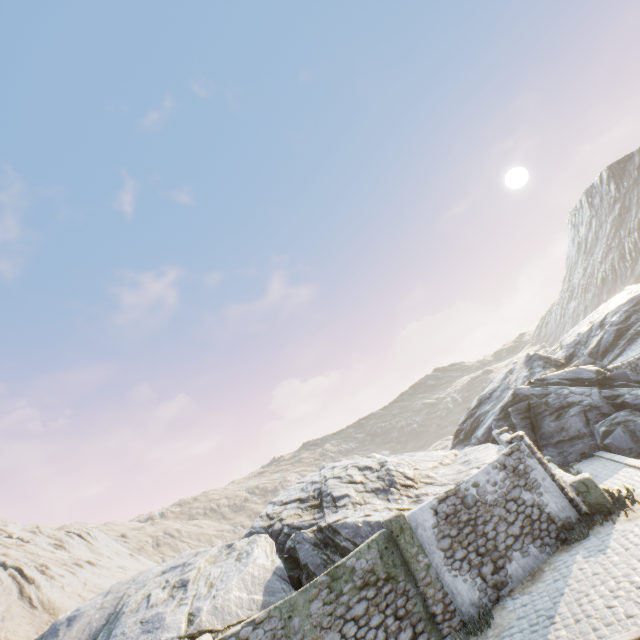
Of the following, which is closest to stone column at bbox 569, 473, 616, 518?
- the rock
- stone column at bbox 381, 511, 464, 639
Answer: the rock

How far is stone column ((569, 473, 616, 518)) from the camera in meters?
10.6 m

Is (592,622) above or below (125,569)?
below

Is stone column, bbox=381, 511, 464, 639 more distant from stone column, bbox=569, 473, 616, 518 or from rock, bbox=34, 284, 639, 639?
stone column, bbox=569, 473, 616, 518

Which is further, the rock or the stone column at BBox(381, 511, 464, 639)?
the rock

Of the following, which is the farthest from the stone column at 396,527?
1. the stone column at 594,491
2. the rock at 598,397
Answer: the stone column at 594,491

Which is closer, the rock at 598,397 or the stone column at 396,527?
the stone column at 396,527
